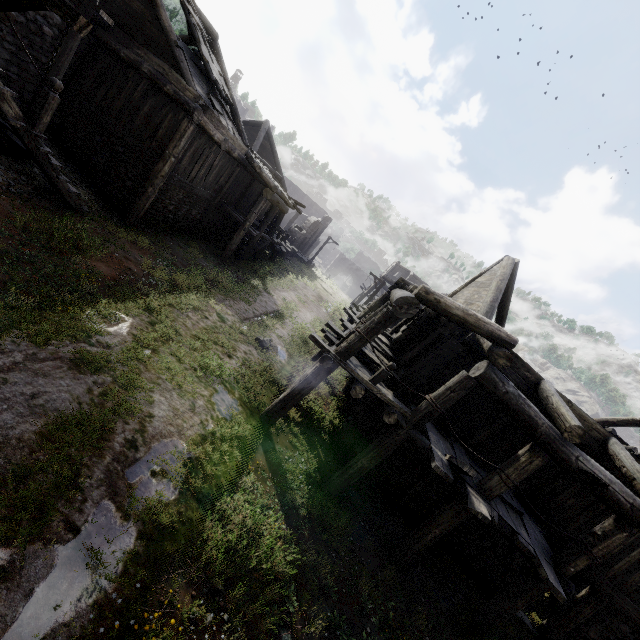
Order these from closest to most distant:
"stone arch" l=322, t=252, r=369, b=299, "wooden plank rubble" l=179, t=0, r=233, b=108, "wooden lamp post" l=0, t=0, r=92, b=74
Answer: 1. "wooden lamp post" l=0, t=0, r=92, b=74
2. "wooden plank rubble" l=179, t=0, r=233, b=108
3. "stone arch" l=322, t=252, r=369, b=299

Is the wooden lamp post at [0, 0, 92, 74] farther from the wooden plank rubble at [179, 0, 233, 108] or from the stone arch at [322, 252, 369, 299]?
the stone arch at [322, 252, 369, 299]

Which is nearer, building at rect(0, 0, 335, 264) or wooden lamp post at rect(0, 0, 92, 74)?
wooden lamp post at rect(0, 0, 92, 74)

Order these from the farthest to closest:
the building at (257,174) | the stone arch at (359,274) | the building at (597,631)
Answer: the stone arch at (359,274)
the building at (257,174)
the building at (597,631)

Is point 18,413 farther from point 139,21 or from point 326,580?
point 139,21

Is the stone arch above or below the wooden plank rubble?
below

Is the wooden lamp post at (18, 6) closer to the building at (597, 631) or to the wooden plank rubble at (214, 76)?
the building at (597, 631)

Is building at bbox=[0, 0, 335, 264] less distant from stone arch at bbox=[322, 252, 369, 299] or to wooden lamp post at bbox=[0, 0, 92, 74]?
stone arch at bbox=[322, 252, 369, 299]
